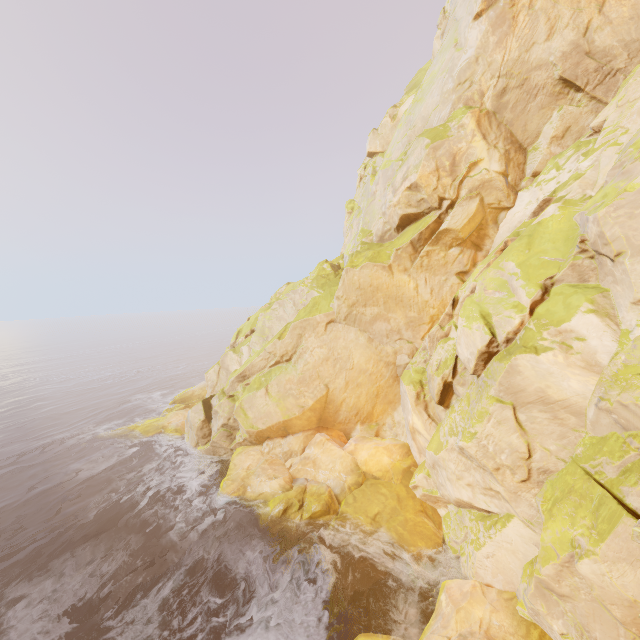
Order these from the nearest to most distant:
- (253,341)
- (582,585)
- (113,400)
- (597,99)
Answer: (582,585)
(597,99)
(253,341)
(113,400)
